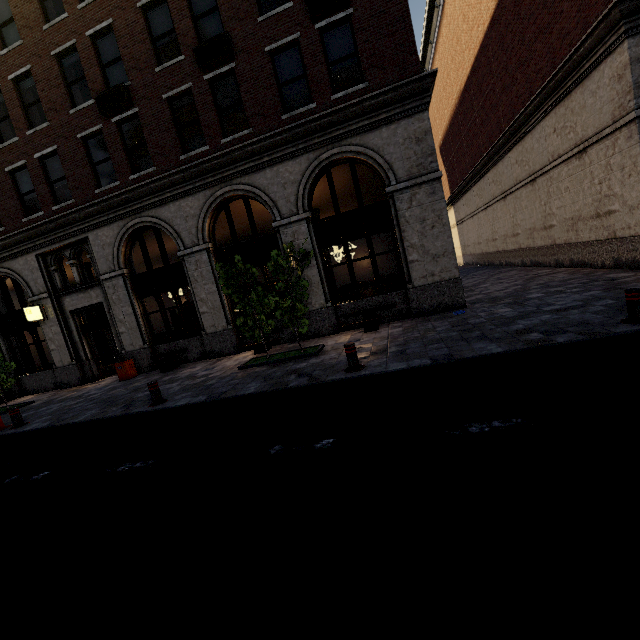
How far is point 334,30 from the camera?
10.0m

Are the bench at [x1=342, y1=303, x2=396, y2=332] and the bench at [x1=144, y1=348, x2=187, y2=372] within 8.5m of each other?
yes

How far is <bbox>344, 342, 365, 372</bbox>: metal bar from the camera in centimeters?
661cm

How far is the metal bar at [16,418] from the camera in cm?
913

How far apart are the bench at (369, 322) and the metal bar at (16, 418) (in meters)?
9.80

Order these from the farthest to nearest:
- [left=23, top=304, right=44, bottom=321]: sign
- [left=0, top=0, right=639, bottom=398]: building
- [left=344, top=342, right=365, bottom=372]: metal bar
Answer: [left=23, top=304, right=44, bottom=321]: sign < [left=0, top=0, right=639, bottom=398]: building < [left=344, top=342, right=365, bottom=372]: metal bar

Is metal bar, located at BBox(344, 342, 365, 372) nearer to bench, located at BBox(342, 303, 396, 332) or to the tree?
the tree

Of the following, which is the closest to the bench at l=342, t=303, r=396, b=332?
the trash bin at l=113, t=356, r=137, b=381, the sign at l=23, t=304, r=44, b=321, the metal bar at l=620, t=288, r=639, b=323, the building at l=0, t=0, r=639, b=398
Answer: the building at l=0, t=0, r=639, b=398
